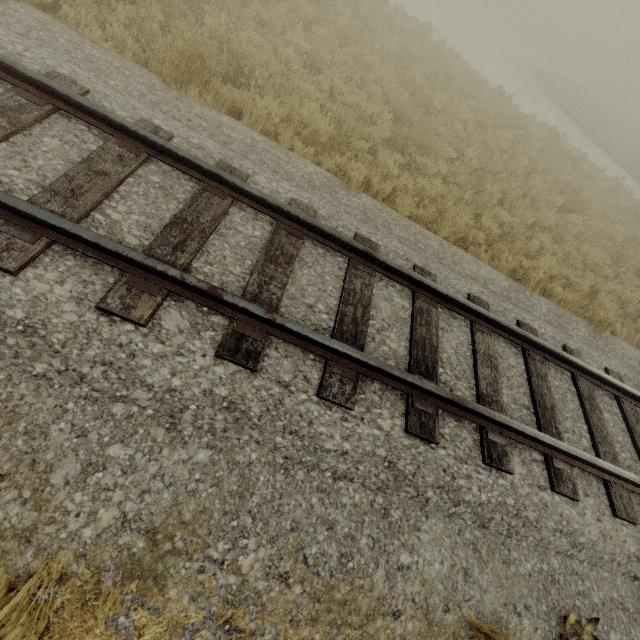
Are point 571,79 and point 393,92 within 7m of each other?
no
